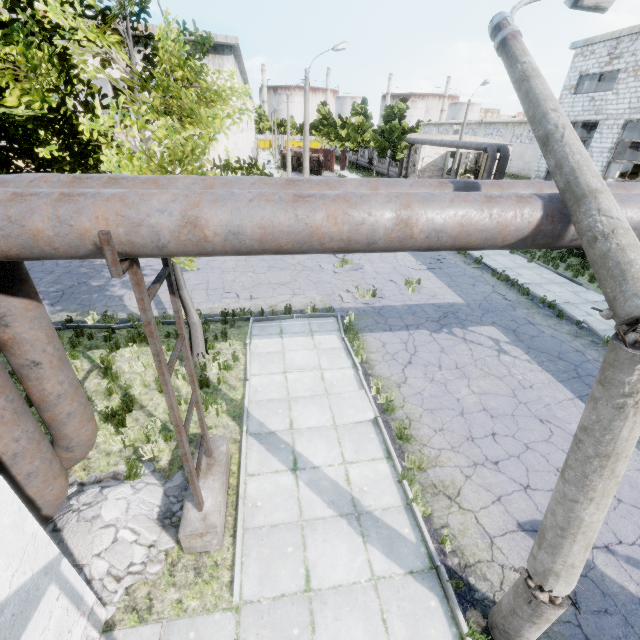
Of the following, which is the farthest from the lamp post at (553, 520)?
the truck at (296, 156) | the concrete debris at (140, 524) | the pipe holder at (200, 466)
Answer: the truck at (296, 156)

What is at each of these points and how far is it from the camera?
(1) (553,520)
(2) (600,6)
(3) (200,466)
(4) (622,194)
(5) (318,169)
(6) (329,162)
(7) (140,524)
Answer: (1) lamp post, 3.3 meters
(2) lamp post, 4.8 meters
(3) pipe holder, 5.1 meters
(4) pipe, 3.4 meters
(5) truck, 46.9 meters
(6) truck dump body, 51.4 meters
(7) concrete debris, 5.3 meters

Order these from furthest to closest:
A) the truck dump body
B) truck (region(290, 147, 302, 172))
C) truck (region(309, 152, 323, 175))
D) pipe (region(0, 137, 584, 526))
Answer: the truck dump body → truck (region(290, 147, 302, 172)) → truck (region(309, 152, 323, 175)) → pipe (region(0, 137, 584, 526))

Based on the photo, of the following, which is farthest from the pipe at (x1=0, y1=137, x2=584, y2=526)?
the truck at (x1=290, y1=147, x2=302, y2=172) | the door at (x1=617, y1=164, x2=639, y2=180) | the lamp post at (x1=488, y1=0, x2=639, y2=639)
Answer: the truck at (x1=290, y1=147, x2=302, y2=172)

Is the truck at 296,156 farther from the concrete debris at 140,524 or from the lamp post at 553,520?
the concrete debris at 140,524

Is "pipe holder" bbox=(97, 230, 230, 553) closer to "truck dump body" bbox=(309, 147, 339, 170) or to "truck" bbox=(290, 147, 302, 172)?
"truck" bbox=(290, 147, 302, 172)

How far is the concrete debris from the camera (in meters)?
4.68

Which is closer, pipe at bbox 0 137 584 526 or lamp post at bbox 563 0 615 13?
pipe at bbox 0 137 584 526
